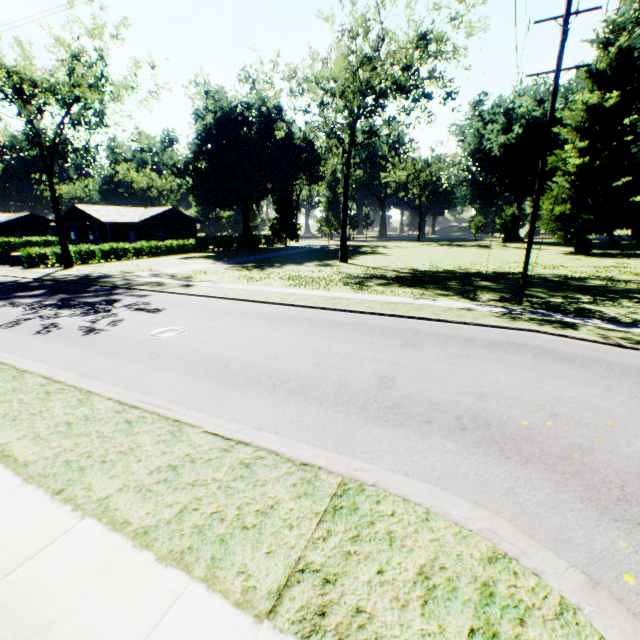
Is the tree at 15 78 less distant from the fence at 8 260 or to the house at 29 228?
the fence at 8 260

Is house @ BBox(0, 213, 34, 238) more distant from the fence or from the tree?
the tree

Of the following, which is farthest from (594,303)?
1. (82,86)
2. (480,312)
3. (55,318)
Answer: (82,86)

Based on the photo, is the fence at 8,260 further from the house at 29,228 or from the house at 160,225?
the house at 29,228

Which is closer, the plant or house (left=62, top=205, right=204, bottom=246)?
house (left=62, top=205, right=204, bottom=246)

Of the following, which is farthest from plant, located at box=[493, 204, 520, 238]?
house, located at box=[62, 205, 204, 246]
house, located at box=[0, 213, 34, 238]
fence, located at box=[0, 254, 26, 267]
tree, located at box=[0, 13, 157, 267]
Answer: house, located at box=[0, 213, 34, 238]

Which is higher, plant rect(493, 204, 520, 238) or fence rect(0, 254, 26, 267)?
plant rect(493, 204, 520, 238)
